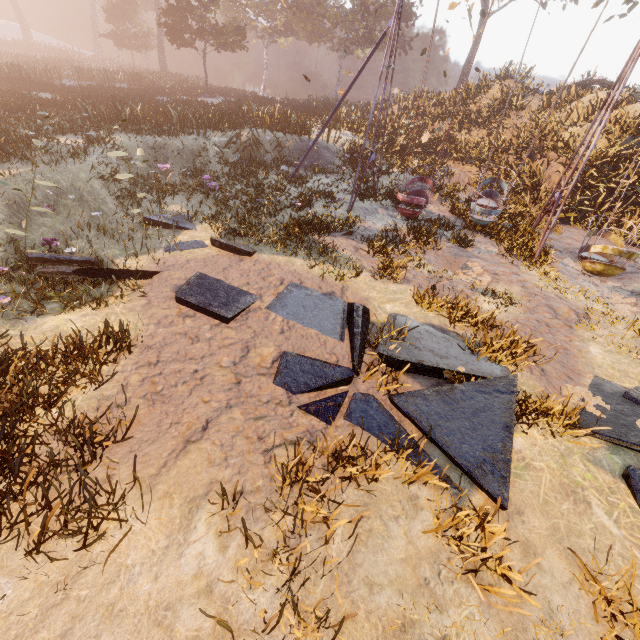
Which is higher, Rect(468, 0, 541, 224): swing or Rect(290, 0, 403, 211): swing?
Rect(290, 0, 403, 211): swing

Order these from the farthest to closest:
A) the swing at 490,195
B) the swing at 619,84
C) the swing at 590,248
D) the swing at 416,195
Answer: the swing at 416,195
the swing at 490,195
the swing at 590,248
the swing at 619,84

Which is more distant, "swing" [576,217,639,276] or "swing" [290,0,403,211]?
"swing" [290,0,403,211]

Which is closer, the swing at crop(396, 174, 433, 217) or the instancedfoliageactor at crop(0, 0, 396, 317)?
the instancedfoliageactor at crop(0, 0, 396, 317)

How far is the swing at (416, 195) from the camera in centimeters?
1096cm

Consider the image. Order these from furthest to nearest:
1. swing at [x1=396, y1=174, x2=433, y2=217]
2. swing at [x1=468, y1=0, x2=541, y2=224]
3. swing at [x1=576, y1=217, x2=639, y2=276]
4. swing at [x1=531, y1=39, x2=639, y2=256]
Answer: swing at [x1=396, y1=174, x2=433, y2=217] < swing at [x1=468, y1=0, x2=541, y2=224] < swing at [x1=576, y1=217, x2=639, y2=276] < swing at [x1=531, y1=39, x2=639, y2=256]

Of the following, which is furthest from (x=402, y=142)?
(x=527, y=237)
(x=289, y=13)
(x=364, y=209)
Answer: (x=289, y=13)

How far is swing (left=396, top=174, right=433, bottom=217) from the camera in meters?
11.0
